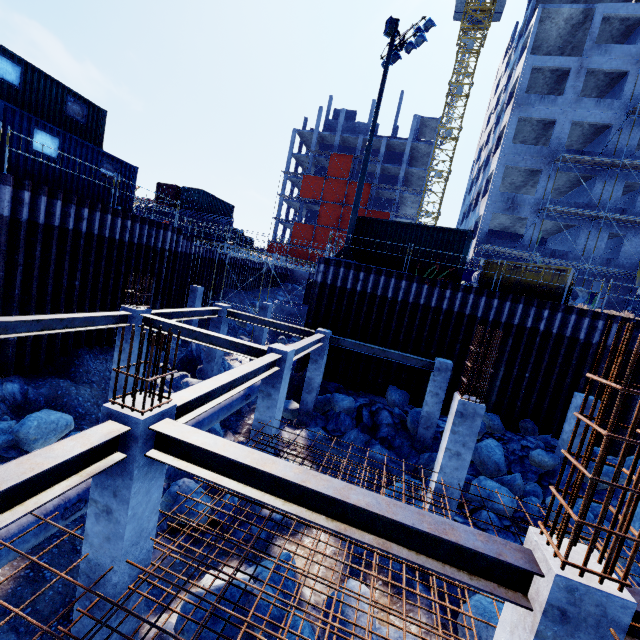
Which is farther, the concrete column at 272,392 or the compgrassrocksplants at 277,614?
the concrete column at 272,392

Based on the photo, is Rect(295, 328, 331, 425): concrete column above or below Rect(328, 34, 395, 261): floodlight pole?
below

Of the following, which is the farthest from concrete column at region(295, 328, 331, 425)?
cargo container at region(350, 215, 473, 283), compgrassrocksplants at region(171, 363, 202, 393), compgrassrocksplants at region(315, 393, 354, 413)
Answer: cargo container at region(350, 215, 473, 283)

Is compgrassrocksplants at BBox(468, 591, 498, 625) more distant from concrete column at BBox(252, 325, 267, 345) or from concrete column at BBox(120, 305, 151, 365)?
concrete column at BBox(252, 325, 267, 345)

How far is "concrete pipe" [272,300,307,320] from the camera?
25.4 meters

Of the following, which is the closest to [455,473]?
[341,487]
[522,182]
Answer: [341,487]

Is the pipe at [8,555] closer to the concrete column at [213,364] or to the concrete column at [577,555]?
the concrete column at [213,364]

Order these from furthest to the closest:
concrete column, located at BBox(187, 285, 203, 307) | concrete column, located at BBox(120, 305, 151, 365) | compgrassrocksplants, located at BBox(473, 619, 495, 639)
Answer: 1. concrete column, located at BBox(187, 285, 203, 307)
2. concrete column, located at BBox(120, 305, 151, 365)
3. compgrassrocksplants, located at BBox(473, 619, 495, 639)
